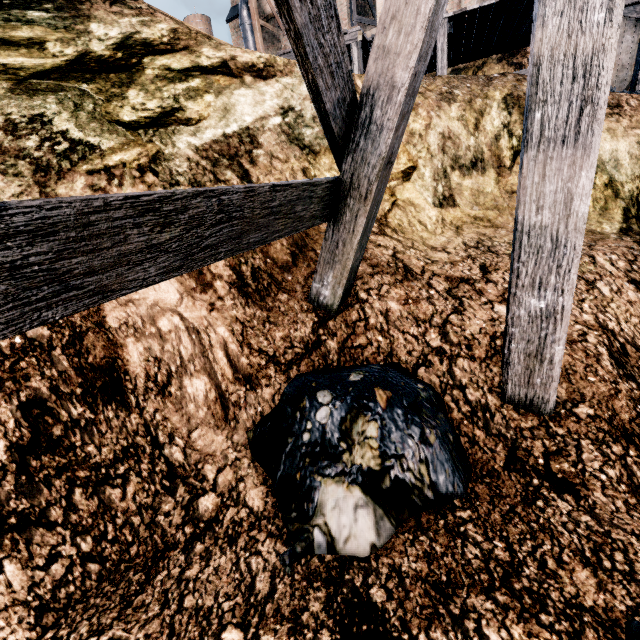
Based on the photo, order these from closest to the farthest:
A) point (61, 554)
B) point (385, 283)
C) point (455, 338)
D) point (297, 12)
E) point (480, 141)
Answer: point (297, 12), point (61, 554), point (455, 338), point (385, 283), point (480, 141)

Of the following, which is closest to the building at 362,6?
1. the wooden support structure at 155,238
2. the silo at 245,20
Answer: the silo at 245,20

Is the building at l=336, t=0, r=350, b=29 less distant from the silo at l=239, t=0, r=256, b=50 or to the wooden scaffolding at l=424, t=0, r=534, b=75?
the silo at l=239, t=0, r=256, b=50

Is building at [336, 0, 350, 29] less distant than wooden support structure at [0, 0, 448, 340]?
No

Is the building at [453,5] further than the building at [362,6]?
No

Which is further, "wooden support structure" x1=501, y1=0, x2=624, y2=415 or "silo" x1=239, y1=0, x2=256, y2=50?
"silo" x1=239, y1=0, x2=256, y2=50

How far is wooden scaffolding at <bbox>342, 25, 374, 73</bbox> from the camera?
11.2 meters

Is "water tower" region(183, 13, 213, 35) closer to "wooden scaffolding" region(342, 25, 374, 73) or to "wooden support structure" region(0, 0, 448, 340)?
"wooden scaffolding" region(342, 25, 374, 73)
